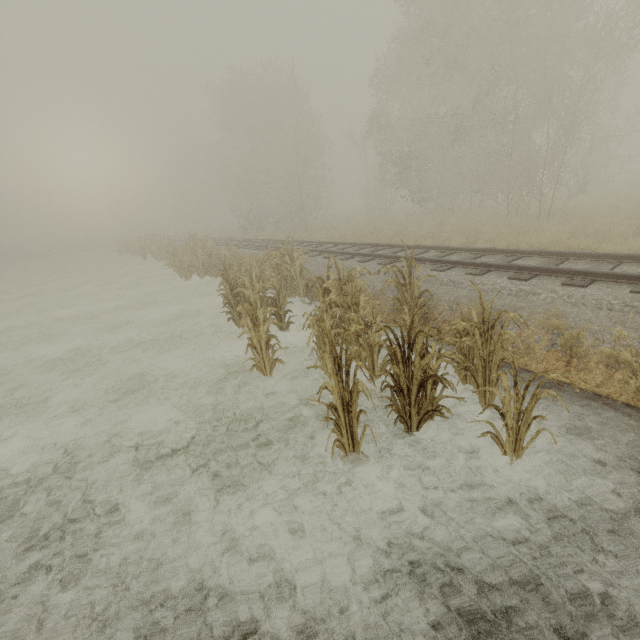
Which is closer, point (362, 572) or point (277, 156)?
point (362, 572)
